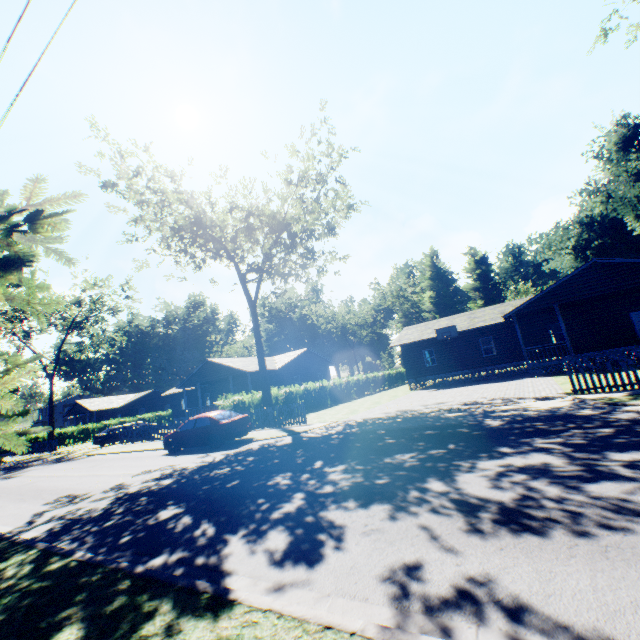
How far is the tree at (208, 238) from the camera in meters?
20.8 m

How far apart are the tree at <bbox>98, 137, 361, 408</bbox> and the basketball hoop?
15.3m

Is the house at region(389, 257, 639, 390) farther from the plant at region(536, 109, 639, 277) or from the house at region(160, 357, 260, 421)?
the plant at region(536, 109, 639, 277)

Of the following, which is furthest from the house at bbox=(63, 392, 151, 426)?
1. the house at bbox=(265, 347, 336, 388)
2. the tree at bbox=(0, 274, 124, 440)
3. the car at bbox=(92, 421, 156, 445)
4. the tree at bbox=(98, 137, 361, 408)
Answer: the tree at bbox=(98, 137, 361, 408)

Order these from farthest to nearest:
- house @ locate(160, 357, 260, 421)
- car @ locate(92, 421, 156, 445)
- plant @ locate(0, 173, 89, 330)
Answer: house @ locate(160, 357, 260, 421), car @ locate(92, 421, 156, 445), plant @ locate(0, 173, 89, 330)

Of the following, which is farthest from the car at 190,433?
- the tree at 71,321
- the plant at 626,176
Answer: the tree at 71,321

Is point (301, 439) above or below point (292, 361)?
below

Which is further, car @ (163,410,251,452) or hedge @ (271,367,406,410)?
hedge @ (271,367,406,410)
